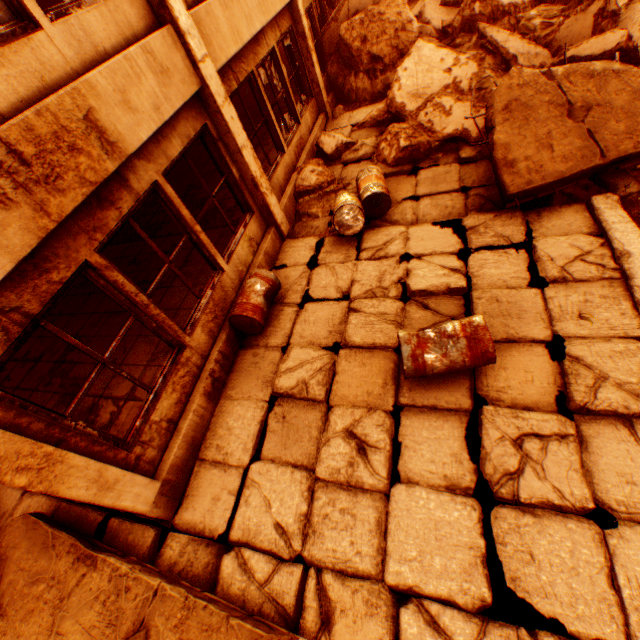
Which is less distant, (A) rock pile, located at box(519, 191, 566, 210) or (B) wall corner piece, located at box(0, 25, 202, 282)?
(B) wall corner piece, located at box(0, 25, 202, 282)

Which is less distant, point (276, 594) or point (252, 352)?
point (276, 594)

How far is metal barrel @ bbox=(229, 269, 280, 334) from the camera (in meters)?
4.69

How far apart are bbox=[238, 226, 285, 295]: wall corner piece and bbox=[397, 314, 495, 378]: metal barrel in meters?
2.5

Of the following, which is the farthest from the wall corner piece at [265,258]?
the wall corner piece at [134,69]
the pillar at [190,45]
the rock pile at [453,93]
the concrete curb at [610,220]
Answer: the concrete curb at [610,220]

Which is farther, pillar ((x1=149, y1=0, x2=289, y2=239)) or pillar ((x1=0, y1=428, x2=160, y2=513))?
pillar ((x1=149, y1=0, x2=289, y2=239))

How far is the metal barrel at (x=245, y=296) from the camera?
4.69m

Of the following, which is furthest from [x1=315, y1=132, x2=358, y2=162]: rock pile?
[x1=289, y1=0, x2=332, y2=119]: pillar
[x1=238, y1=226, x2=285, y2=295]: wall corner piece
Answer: [x1=238, y1=226, x2=285, y2=295]: wall corner piece
